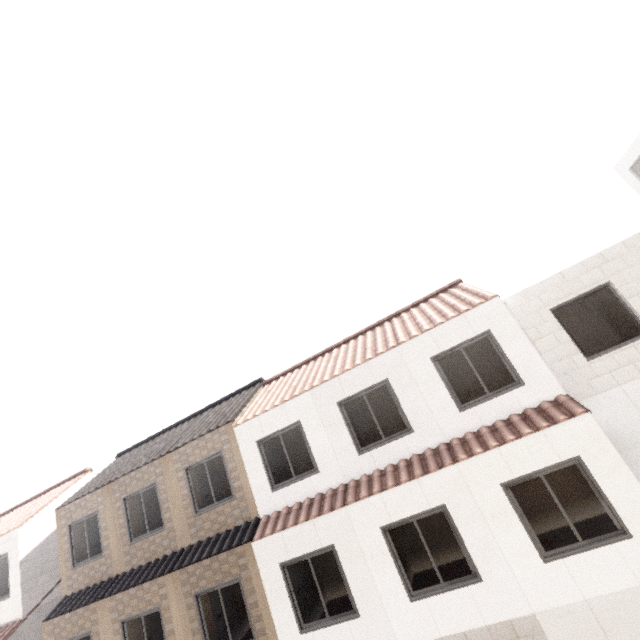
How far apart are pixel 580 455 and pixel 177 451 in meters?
11.6 m
